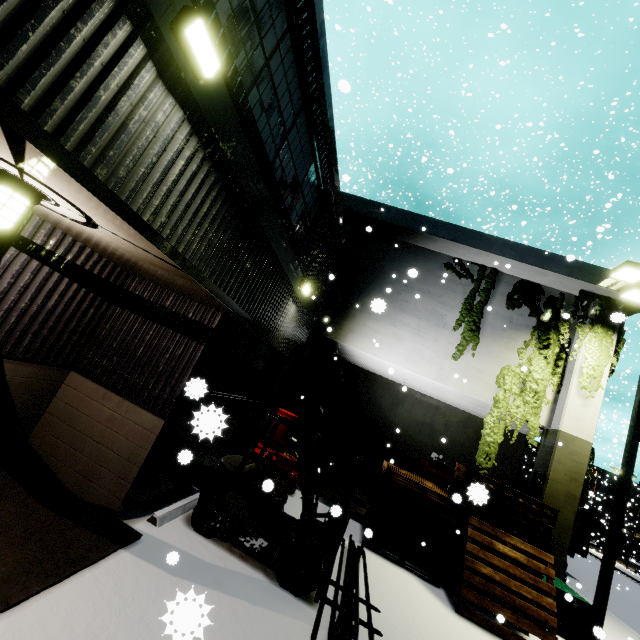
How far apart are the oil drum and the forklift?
1.91m

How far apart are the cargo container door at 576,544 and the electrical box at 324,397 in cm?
1398

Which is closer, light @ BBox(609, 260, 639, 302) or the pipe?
the pipe

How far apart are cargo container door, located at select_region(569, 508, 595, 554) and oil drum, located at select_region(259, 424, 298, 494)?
16.5m

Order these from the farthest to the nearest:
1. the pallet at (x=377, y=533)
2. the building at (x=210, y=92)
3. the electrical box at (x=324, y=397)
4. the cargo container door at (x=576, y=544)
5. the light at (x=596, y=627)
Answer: the cargo container door at (x=576, y=544) → the electrical box at (x=324, y=397) → the light at (x=596, y=627) → the pallet at (x=377, y=533) → the building at (x=210, y=92)

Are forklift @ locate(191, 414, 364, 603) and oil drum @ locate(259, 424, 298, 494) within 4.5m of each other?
yes

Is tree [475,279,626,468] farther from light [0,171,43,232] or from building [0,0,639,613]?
light [0,171,43,232]

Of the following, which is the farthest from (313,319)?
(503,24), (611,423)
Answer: (611,423)
